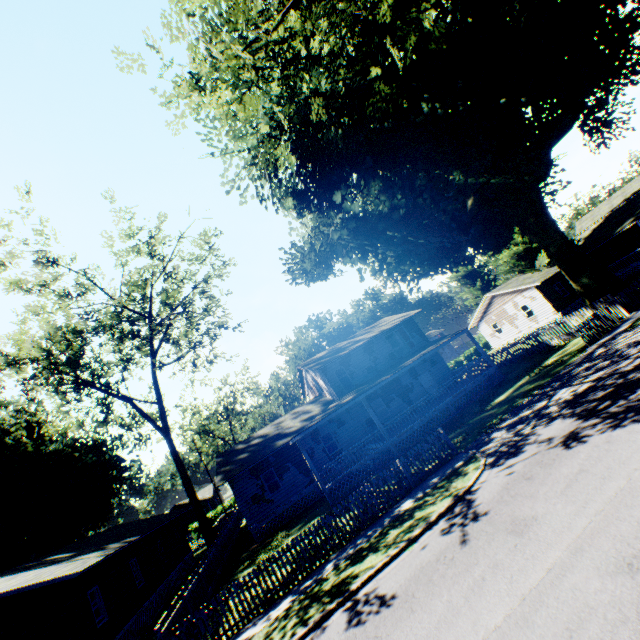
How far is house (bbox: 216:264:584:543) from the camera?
21.2 meters

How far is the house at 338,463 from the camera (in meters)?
21.17

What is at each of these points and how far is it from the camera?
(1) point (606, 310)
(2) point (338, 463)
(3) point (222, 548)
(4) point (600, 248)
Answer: (1) fence, 18.5 meters
(2) house, 19.5 meters
(3) fence, 22.7 meters
(4) house, 36.1 meters

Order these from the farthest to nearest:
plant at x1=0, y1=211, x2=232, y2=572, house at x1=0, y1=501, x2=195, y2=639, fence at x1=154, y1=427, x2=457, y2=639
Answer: plant at x1=0, y1=211, x2=232, y2=572 < house at x1=0, y1=501, x2=195, y2=639 < fence at x1=154, y1=427, x2=457, y2=639

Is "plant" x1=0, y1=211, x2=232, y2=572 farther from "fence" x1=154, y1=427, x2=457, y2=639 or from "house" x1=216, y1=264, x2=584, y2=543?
"fence" x1=154, y1=427, x2=457, y2=639

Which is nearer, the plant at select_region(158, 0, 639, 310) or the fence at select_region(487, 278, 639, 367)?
the plant at select_region(158, 0, 639, 310)

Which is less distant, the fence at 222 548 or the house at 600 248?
the fence at 222 548

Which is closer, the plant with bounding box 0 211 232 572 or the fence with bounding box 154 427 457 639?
the fence with bounding box 154 427 457 639
